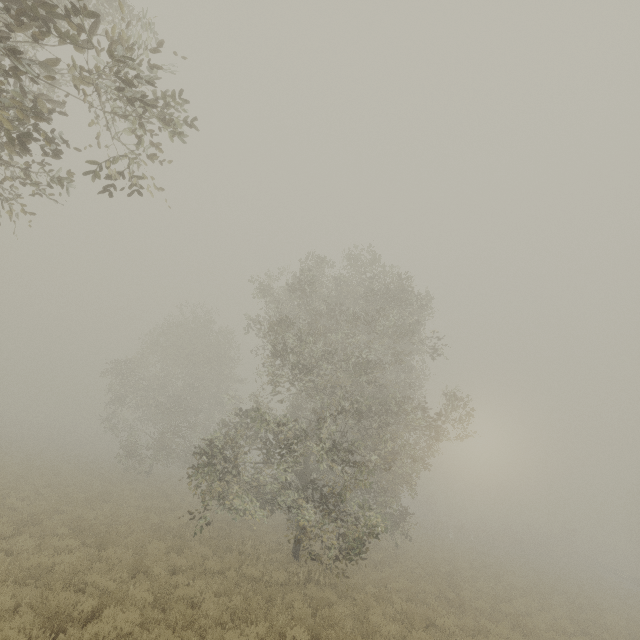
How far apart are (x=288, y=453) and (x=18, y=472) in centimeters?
1660cm
